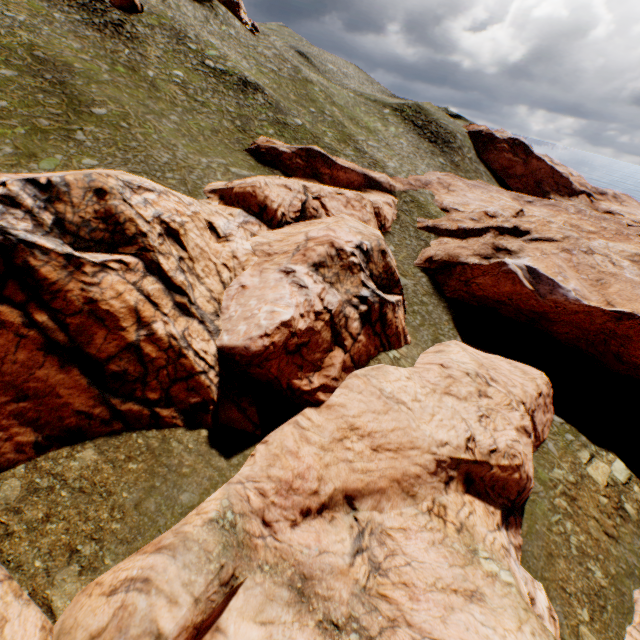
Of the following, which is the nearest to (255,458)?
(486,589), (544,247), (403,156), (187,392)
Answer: (187,392)

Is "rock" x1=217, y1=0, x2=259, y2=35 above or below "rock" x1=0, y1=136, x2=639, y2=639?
above

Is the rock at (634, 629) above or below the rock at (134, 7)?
below

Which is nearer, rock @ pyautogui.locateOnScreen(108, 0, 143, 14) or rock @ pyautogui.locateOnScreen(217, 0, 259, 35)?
rock @ pyautogui.locateOnScreen(108, 0, 143, 14)

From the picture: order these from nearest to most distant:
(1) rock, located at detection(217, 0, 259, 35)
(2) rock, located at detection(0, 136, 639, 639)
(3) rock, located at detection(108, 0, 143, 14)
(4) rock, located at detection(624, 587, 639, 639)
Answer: (2) rock, located at detection(0, 136, 639, 639) → (4) rock, located at detection(624, 587, 639, 639) → (3) rock, located at detection(108, 0, 143, 14) → (1) rock, located at detection(217, 0, 259, 35)

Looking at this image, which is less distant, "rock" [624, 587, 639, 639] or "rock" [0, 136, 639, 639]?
"rock" [0, 136, 639, 639]

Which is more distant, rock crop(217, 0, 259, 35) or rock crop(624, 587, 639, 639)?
rock crop(217, 0, 259, 35)
